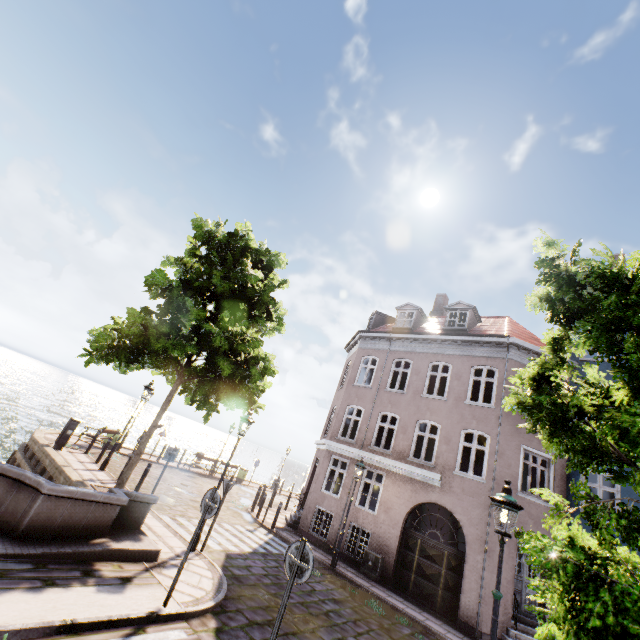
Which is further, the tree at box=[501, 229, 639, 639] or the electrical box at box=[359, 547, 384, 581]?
the electrical box at box=[359, 547, 384, 581]

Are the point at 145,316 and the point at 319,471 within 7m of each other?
no

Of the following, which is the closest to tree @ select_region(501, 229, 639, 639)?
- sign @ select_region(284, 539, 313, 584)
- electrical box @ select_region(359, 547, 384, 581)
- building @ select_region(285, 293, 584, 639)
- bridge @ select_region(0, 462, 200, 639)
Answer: bridge @ select_region(0, 462, 200, 639)

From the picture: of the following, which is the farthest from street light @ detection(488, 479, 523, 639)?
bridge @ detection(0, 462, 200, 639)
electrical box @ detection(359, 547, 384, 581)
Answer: electrical box @ detection(359, 547, 384, 581)

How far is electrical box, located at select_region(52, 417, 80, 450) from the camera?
13.5 meters

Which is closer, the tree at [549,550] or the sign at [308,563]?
the tree at [549,550]

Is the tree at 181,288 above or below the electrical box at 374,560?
above

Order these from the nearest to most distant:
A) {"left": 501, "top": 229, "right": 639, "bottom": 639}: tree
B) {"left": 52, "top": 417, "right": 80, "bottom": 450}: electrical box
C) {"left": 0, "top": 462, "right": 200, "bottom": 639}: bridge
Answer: {"left": 501, "top": 229, "right": 639, "bottom": 639}: tree < {"left": 0, "top": 462, "right": 200, "bottom": 639}: bridge < {"left": 52, "top": 417, "right": 80, "bottom": 450}: electrical box
